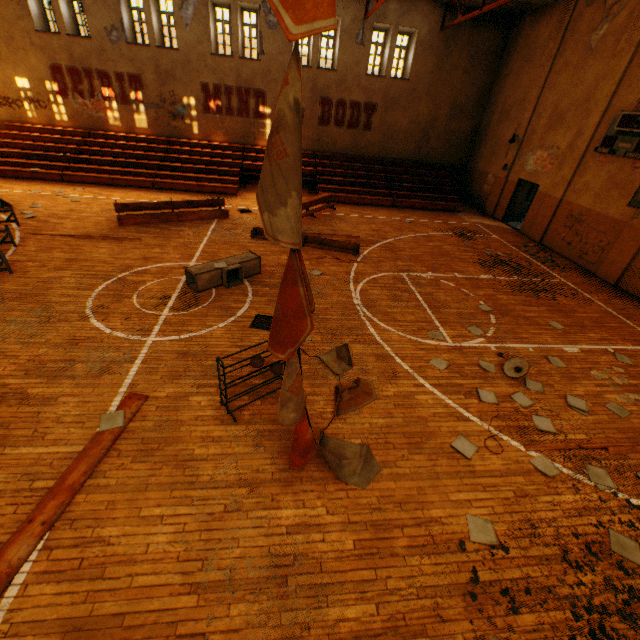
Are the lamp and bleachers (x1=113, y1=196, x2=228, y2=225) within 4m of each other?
no

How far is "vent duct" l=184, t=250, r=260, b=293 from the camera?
8.15m

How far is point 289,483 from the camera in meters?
4.4 m

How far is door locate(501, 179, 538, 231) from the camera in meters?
16.1

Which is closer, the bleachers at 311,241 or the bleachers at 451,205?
the bleachers at 311,241

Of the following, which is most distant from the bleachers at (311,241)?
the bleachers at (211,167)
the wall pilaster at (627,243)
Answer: the wall pilaster at (627,243)

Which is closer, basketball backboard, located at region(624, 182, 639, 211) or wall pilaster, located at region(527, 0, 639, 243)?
basketball backboard, located at region(624, 182, 639, 211)

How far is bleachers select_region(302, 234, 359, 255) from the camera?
11.4m
